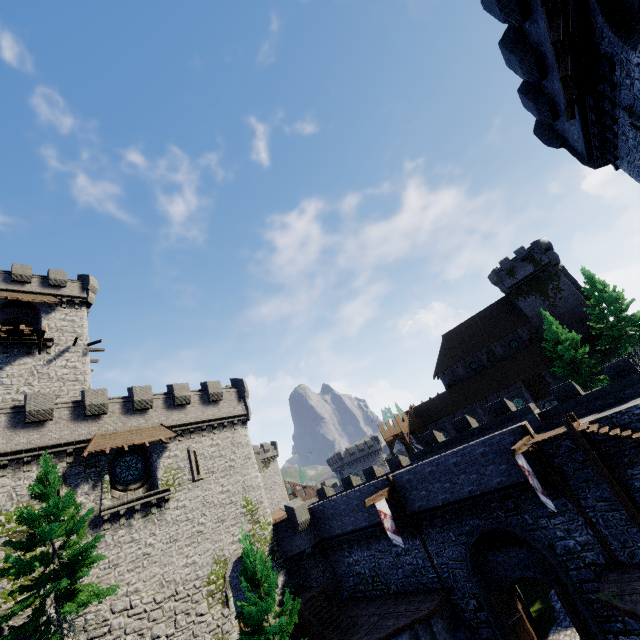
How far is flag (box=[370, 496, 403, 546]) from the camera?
19.75m

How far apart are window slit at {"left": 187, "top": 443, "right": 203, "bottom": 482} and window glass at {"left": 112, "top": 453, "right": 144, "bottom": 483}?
2.82m

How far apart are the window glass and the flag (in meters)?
16.04

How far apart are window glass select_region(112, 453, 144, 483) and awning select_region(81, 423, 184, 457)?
1.32m

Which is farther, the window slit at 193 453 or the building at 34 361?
the building at 34 361

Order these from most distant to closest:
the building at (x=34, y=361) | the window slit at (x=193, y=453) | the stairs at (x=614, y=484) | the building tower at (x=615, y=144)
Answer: the building at (x=34, y=361) → the window slit at (x=193, y=453) → the stairs at (x=614, y=484) → the building tower at (x=615, y=144)

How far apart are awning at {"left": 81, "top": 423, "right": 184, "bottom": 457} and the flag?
14.13m

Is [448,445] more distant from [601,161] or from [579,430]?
[601,161]
